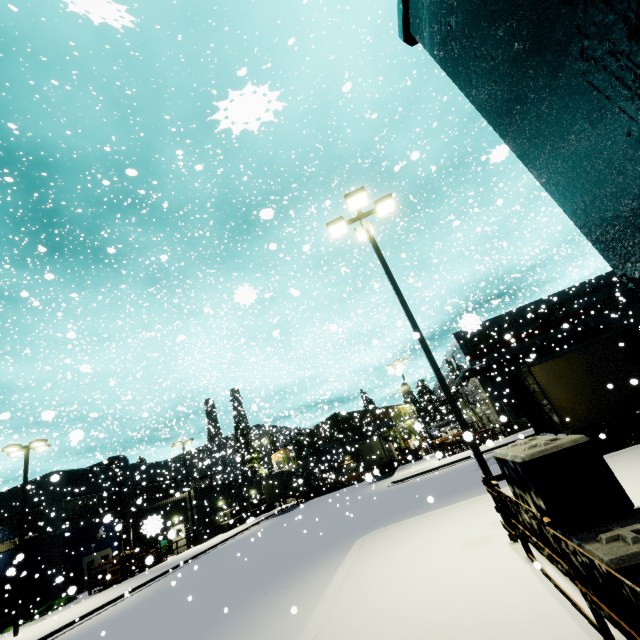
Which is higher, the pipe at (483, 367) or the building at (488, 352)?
the building at (488, 352)

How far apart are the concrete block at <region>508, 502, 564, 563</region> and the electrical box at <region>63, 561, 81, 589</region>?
13.78m

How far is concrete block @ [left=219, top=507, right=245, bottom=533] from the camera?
34.16m

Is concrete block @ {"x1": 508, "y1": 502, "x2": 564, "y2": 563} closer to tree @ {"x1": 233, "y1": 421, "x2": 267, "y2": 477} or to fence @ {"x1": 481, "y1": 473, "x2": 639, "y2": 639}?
fence @ {"x1": 481, "y1": 473, "x2": 639, "y2": 639}

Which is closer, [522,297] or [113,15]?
[113,15]

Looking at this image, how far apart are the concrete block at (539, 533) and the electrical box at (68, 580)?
13.8 meters

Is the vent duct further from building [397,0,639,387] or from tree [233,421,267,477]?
tree [233,421,267,477]

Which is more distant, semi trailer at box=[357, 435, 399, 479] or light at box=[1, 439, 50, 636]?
semi trailer at box=[357, 435, 399, 479]
